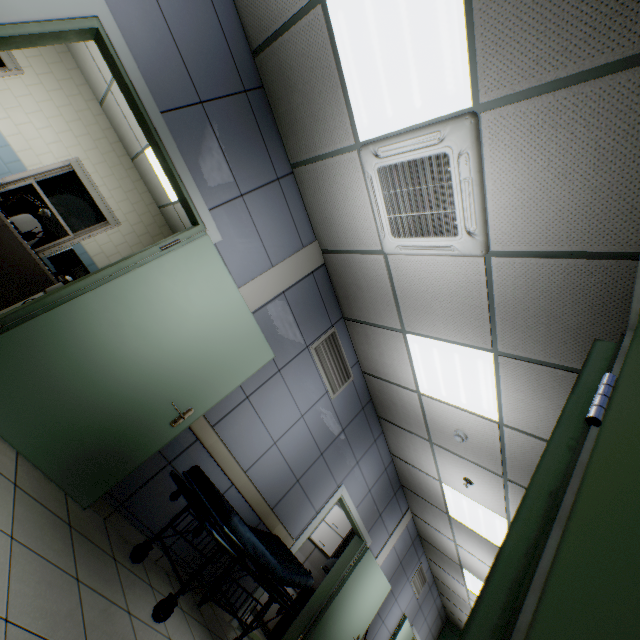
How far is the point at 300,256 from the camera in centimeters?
377cm

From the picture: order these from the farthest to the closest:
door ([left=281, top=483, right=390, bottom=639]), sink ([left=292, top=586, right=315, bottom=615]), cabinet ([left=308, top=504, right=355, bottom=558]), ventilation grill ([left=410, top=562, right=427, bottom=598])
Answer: ventilation grill ([left=410, top=562, right=427, bottom=598])
cabinet ([left=308, top=504, right=355, bottom=558])
sink ([left=292, top=586, right=315, bottom=615])
door ([left=281, top=483, right=390, bottom=639])

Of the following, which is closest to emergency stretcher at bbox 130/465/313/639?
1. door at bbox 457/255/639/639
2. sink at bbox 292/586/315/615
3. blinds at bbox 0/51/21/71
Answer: door at bbox 457/255/639/639

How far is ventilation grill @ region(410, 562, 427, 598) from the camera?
7.6 meters

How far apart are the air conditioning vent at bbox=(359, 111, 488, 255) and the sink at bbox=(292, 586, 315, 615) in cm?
586

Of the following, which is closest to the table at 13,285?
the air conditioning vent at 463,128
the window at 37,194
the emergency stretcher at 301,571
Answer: the window at 37,194

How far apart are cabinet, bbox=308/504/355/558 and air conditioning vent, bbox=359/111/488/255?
5.7m

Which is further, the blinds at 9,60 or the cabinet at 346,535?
the cabinet at 346,535
